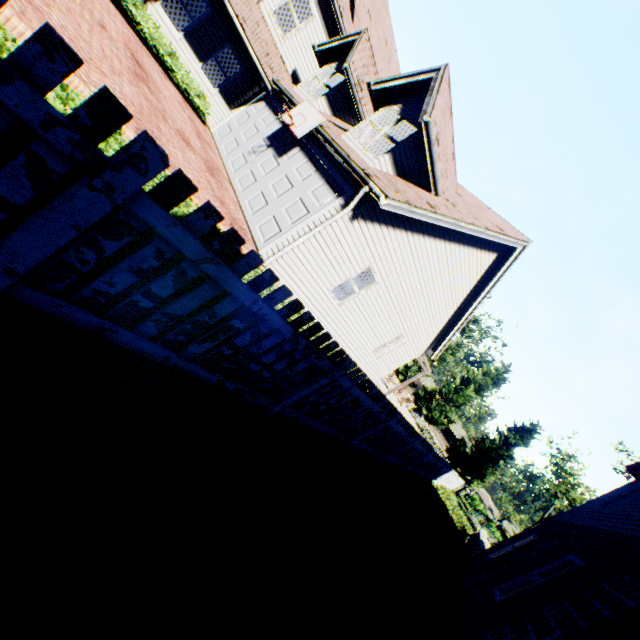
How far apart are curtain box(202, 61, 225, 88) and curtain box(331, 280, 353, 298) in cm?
1034

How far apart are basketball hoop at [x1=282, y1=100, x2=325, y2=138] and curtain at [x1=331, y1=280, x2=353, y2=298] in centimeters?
424cm

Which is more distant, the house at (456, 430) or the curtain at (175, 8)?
the house at (456, 430)

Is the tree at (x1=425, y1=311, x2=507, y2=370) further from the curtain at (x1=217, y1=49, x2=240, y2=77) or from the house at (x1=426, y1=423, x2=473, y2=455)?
the curtain at (x1=217, y1=49, x2=240, y2=77)

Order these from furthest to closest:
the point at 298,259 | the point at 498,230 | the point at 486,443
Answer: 1. the point at 486,443
2. the point at 498,230
3. the point at 298,259

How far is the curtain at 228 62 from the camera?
13.0m

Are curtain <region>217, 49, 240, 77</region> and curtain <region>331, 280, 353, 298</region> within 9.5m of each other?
no

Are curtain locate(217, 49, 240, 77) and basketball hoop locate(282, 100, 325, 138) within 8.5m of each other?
yes
